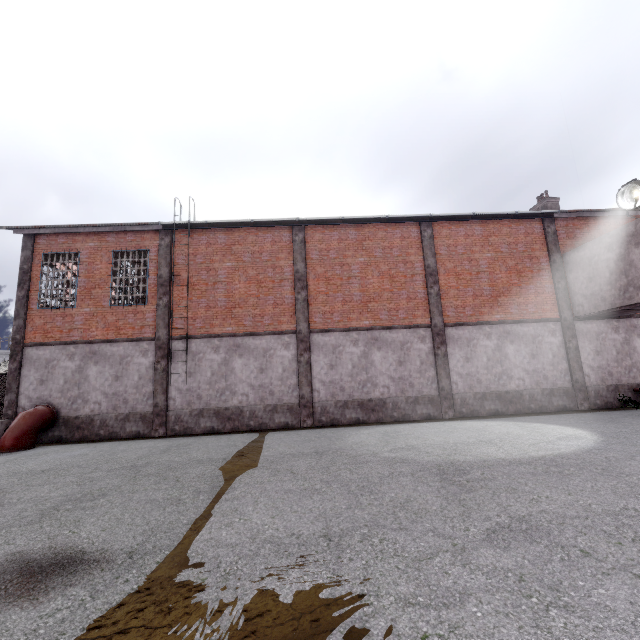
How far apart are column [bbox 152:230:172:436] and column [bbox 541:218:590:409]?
17.3m

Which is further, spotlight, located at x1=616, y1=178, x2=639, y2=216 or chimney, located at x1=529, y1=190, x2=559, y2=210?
chimney, located at x1=529, y1=190, x2=559, y2=210

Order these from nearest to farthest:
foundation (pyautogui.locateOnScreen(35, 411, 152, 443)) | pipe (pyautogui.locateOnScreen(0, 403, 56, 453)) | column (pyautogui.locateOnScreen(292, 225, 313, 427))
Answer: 1. pipe (pyautogui.locateOnScreen(0, 403, 56, 453))
2. foundation (pyautogui.locateOnScreen(35, 411, 152, 443))
3. column (pyautogui.locateOnScreen(292, 225, 313, 427))

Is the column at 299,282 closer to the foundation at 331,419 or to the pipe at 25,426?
the foundation at 331,419

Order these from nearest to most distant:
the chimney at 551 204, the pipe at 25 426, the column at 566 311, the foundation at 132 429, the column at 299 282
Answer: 1. the pipe at 25 426
2. the foundation at 132 429
3. the column at 299 282
4. the column at 566 311
5. the chimney at 551 204

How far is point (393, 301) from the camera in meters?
14.4 m

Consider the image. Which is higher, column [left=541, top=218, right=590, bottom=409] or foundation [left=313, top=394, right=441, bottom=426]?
column [left=541, top=218, right=590, bottom=409]

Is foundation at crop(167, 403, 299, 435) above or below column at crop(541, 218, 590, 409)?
below
